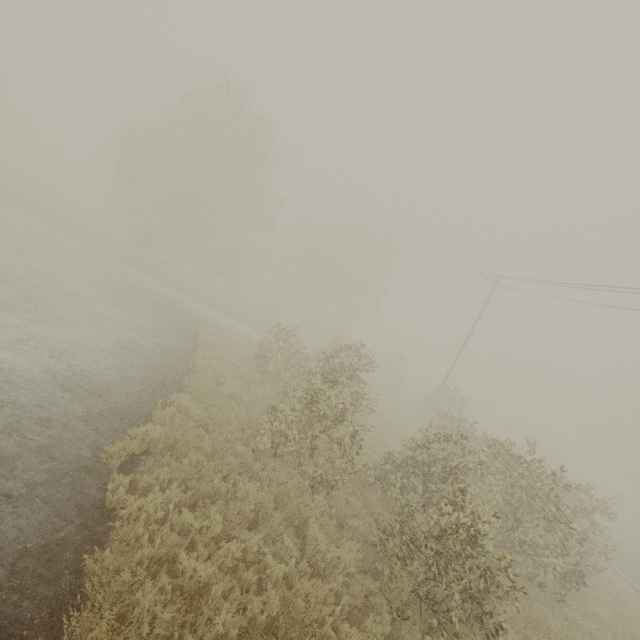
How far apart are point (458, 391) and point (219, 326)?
48.7 meters

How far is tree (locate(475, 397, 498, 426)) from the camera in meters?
45.5

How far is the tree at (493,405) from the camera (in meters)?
45.47
